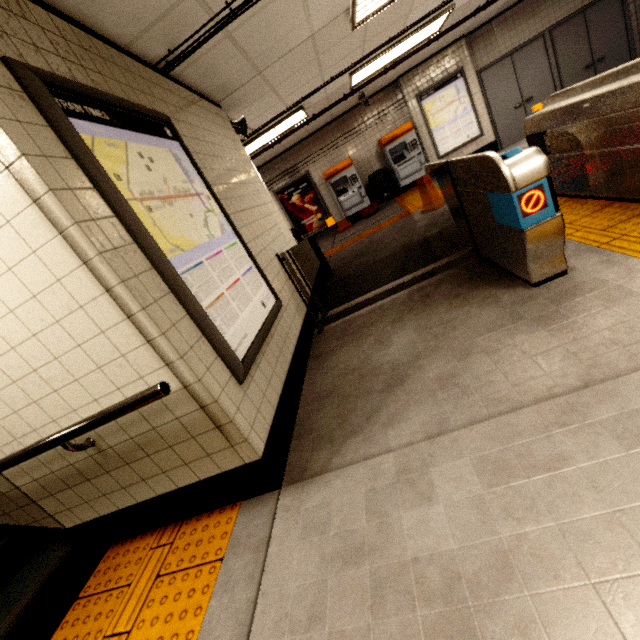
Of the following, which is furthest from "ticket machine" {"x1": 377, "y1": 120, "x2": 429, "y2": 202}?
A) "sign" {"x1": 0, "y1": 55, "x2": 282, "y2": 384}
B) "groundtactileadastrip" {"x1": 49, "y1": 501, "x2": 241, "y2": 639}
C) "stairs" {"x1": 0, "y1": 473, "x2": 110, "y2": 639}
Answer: "groundtactileadastrip" {"x1": 49, "y1": 501, "x2": 241, "y2": 639}

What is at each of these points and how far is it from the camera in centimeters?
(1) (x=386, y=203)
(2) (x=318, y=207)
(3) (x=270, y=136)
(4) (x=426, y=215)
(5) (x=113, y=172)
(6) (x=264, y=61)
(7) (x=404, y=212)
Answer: (1) trash can, 924cm
(2) sign, 1013cm
(3) fluorescent light, 698cm
(4) wet floor cone, 580cm
(5) sign, 166cm
(6) building, 377cm
(7) groundtactileadastrip, 822cm

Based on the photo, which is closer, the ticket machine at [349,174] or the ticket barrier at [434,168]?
the ticket barrier at [434,168]

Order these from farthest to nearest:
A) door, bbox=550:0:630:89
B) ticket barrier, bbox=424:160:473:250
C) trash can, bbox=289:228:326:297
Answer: door, bbox=550:0:630:89 → trash can, bbox=289:228:326:297 → ticket barrier, bbox=424:160:473:250

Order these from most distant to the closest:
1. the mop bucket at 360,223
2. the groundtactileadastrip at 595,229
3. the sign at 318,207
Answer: the sign at 318,207
the mop bucket at 360,223
the groundtactileadastrip at 595,229

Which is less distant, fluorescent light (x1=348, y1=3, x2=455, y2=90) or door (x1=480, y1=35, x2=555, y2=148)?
fluorescent light (x1=348, y1=3, x2=455, y2=90)

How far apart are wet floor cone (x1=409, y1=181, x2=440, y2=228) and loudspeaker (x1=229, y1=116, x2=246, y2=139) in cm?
293

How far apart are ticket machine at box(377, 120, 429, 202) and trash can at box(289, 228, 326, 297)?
5.09m
